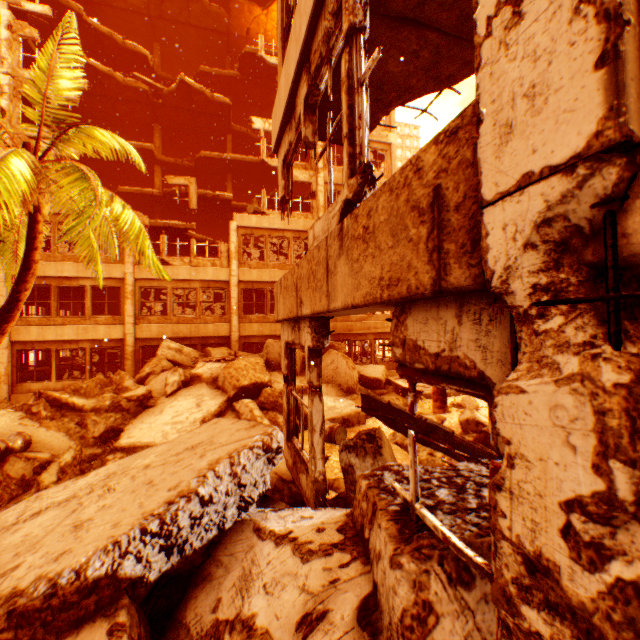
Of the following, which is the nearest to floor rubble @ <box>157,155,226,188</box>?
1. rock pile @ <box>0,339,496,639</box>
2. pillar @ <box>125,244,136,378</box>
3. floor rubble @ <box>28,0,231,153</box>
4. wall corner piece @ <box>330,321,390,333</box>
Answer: floor rubble @ <box>28,0,231,153</box>

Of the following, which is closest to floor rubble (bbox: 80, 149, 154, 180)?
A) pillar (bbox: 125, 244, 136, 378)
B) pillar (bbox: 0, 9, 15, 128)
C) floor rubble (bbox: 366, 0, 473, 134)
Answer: pillar (bbox: 0, 9, 15, 128)

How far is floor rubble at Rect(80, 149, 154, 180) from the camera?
22.0m

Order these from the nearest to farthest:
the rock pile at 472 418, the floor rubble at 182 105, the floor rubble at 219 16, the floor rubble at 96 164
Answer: the rock pile at 472 418 → the floor rubble at 182 105 → the floor rubble at 219 16 → the floor rubble at 96 164

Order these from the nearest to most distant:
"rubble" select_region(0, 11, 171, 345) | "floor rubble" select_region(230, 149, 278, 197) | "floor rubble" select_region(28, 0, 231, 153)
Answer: "rubble" select_region(0, 11, 171, 345)
"floor rubble" select_region(28, 0, 231, 153)
"floor rubble" select_region(230, 149, 278, 197)

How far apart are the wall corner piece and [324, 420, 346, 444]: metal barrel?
9.78m

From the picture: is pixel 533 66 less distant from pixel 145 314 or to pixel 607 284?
pixel 607 284

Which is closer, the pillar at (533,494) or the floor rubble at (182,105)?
the pillar at (533,494)
